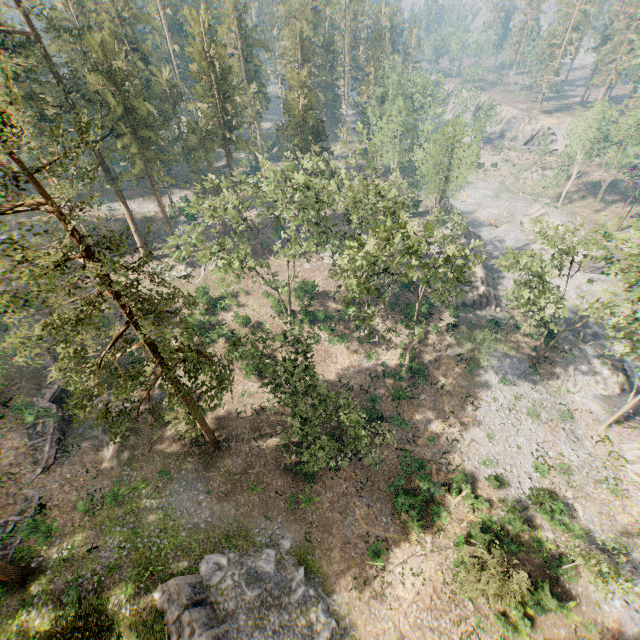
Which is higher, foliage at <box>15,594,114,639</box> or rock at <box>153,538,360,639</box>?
foliage at <box>15,594,114,639</box>

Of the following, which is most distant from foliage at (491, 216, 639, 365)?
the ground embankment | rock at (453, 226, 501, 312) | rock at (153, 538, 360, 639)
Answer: rock at (453, 226, 501, 312)

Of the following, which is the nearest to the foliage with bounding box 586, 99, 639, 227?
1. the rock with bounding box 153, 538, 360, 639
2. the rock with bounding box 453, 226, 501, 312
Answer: the rock with bounding box 153, 538, 360, 639

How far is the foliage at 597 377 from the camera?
36.22m

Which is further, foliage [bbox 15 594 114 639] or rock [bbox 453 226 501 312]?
rock [bbox 453 226 501 312]

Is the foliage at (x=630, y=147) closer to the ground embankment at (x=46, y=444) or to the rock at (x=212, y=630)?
the rock at (x=212, y=630)

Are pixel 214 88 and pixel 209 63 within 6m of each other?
yes

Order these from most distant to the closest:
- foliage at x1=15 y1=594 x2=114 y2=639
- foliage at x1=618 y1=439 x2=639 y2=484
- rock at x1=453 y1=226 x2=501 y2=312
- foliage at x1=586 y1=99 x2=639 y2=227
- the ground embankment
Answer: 1. foliage at x1=586 y1=99 x2=639 y2=227
2. rock at x1=453 y1=226 x2=501 y2=312
3. foliage at x1=618 y1=439 x2=639 y2=484
4. the ground embankment
5. foliage at x1=15 y1=594 x2=114 y2=639
